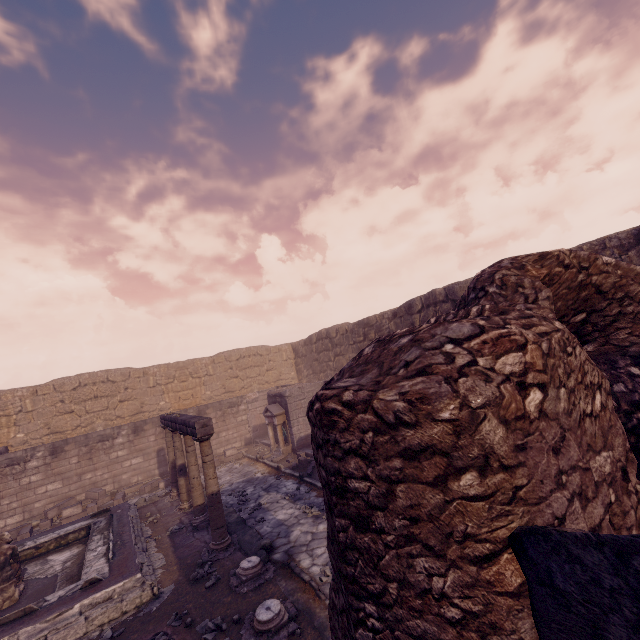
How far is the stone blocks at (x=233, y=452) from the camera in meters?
14.2 m

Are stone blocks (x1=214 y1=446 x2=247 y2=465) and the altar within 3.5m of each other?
yes

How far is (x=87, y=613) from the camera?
5.2 meters

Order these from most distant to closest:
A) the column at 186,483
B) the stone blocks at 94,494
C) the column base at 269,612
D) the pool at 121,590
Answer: the stone blocks at 94,494
the column at 186,483
the pool at 121,590
the column base at 269,612

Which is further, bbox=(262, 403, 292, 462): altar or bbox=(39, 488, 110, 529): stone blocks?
bbox=(262, 403, 292, 462): altar

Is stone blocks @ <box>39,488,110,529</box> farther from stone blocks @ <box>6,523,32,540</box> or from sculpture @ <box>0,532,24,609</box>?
sculpture @ <box>0,532,24,609</box>

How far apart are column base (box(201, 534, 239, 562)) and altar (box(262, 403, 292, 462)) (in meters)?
5.06

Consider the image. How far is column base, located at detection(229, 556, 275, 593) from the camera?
5.4m
